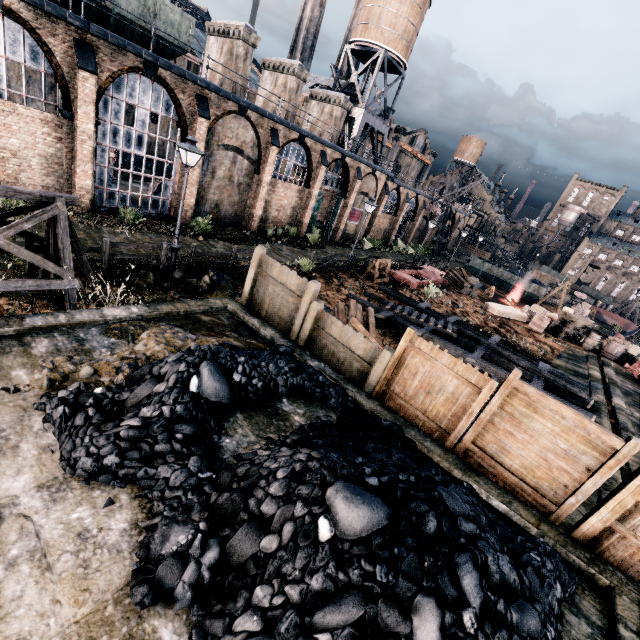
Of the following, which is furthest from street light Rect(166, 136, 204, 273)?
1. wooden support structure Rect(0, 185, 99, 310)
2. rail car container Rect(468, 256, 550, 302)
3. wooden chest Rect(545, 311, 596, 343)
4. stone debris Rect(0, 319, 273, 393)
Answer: rail car container Rect(468, 256, 550, 302)

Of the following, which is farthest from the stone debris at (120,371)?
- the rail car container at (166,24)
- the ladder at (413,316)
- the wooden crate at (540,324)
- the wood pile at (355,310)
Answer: the wooden crate at (540,324)

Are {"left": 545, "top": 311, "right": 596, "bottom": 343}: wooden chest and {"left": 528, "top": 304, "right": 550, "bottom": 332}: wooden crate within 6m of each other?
Result: yes

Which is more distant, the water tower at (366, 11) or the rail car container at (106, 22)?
the water tower at (366, 11)

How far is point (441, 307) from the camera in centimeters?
2462cm

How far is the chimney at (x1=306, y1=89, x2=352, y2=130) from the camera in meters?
31.8 m

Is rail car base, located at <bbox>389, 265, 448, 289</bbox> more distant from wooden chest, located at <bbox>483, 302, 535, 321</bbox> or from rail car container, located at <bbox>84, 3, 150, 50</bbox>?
rail car container, located at <bbox>84, 3, 150, 50</bbox>

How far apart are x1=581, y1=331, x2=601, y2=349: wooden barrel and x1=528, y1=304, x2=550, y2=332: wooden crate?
2.67m
